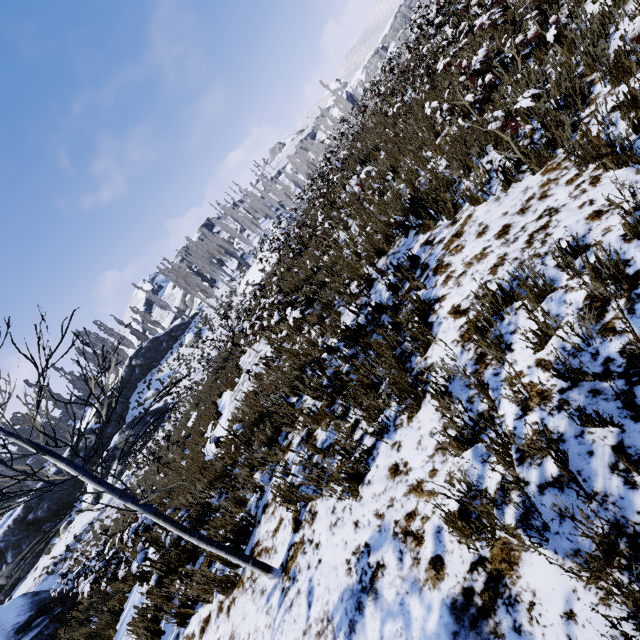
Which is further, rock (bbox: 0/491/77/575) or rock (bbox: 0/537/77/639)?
rock (bbox: 0/491/77/575)

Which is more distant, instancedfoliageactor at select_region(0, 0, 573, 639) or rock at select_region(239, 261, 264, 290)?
rock at select_region(239, 261, 264, 290)

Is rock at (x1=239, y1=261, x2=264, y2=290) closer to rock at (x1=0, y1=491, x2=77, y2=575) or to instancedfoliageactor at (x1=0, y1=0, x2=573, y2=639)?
instancedfoliageactor at (x1=0, y1=0, x2=573, y2=639)

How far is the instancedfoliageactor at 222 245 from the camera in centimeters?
5334cm

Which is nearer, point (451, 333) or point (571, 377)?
point (571, 377)

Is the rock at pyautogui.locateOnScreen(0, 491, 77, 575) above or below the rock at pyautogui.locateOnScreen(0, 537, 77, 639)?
above

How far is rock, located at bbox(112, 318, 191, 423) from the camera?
35.7m

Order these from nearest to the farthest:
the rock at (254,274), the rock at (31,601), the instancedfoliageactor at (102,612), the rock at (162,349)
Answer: the instancedfoliageactor at (102,612), the rock at (31,601), the rock at (162,349), the rock at (254,274)
